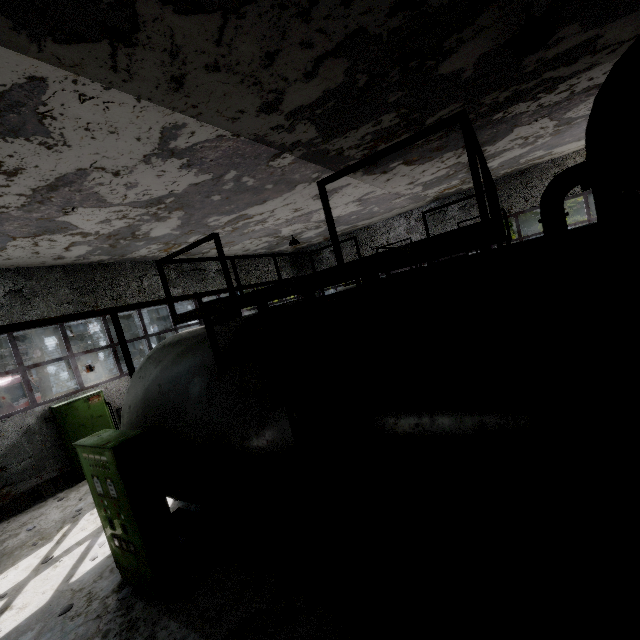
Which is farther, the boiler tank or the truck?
the truck

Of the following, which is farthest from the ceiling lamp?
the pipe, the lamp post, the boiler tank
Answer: the lamp post

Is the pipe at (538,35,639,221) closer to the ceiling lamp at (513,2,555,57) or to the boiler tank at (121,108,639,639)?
the boiler tank at (121,108,639,639)

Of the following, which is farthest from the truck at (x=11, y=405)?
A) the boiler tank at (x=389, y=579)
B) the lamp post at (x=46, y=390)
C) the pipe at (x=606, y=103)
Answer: the boiler tank at (x=389, y=579)

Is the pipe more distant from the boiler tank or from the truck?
the boiler tank

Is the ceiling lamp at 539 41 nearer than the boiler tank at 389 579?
No

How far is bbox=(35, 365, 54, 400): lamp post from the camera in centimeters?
1423cm

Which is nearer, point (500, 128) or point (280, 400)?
point (280, 400)
